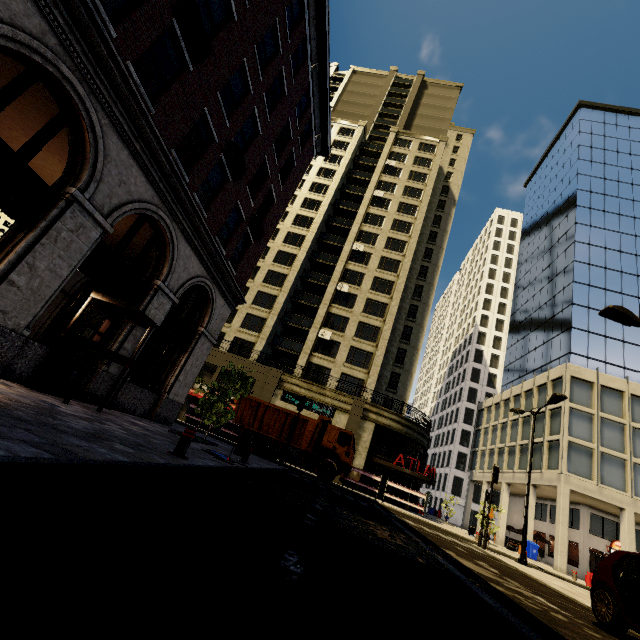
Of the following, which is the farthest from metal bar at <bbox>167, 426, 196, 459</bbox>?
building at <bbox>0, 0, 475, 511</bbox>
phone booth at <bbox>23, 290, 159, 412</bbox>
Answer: building at <bbox>0, 0, 475, 511</bbox>

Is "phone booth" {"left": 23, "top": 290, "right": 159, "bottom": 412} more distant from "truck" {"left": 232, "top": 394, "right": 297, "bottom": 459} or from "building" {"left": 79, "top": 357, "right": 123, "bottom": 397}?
"truck" {"left": 232, "top": 394, "right": 297, "bottom": 459}

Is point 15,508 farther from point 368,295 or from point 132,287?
point 368,295

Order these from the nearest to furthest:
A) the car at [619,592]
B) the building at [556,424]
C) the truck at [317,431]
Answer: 1. the car at [619,592]
2. the truck at [317,431]
3. the building at [556,424]

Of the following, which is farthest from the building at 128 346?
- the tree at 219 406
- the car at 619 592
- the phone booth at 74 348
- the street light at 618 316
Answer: the street light at 618 316

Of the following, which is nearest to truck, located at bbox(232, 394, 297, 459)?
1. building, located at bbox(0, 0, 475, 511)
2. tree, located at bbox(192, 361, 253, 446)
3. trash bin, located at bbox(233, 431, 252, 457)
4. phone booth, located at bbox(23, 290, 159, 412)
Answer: building, located at bbox(0, 0, 475, 511)

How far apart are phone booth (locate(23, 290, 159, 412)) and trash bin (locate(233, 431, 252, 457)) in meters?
3.8 m

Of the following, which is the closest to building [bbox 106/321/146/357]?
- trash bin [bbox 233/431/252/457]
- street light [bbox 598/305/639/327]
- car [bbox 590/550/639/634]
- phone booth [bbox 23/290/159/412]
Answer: phone booth [bbox 23/290/159/412]
